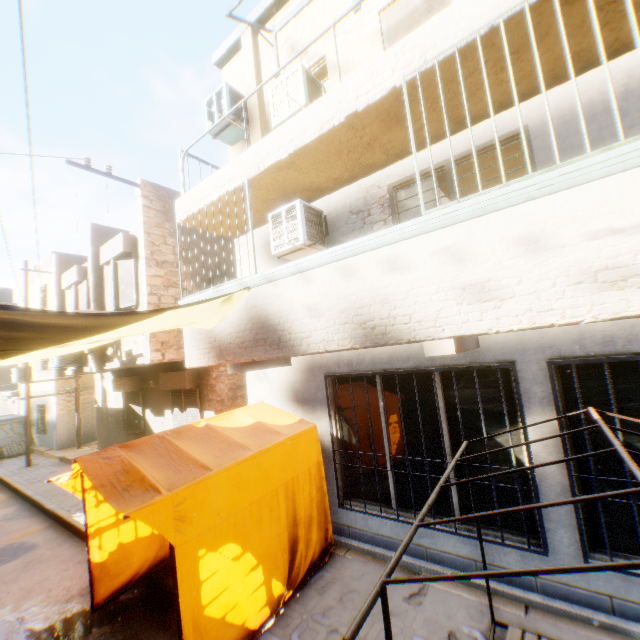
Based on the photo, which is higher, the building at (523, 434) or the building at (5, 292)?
the building at (5, 292)

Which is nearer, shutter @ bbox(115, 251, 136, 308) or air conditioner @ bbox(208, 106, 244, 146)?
air conditioner @ bbox(208, 106, 244, 146)

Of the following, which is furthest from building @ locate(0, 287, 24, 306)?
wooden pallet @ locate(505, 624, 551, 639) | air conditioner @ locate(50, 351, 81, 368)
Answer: wooden pallet @ locate(505, 624, 551, 639)

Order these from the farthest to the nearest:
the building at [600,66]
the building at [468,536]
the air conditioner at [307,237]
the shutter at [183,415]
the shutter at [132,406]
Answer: the shutter at [132,406], the shutter at [183,415], the air conditioner at [307,237], the building at [468,536], the building at [600,66]

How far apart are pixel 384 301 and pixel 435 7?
5.0m

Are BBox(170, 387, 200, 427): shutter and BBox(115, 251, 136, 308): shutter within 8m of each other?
yes

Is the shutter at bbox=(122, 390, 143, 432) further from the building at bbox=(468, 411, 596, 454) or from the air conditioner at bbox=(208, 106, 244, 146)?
the air conditioner at bbox=(208, 106, 244, 146)
